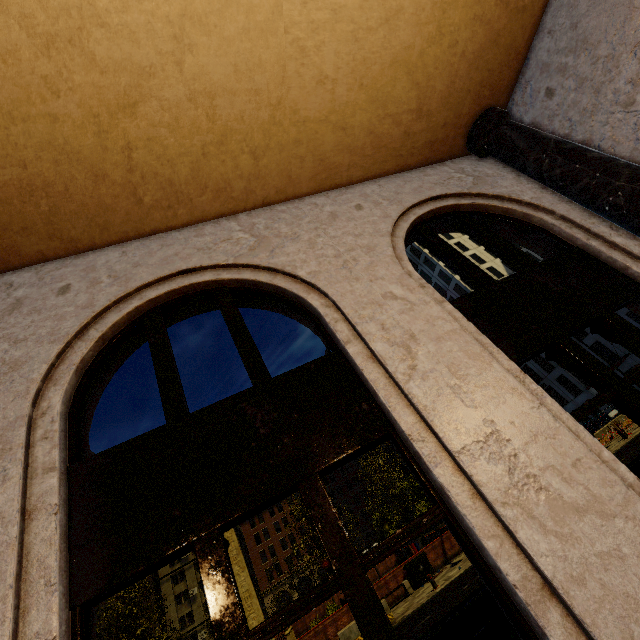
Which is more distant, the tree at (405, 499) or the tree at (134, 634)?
the tree at (405, 499)

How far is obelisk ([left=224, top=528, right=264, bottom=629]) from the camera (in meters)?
27.27

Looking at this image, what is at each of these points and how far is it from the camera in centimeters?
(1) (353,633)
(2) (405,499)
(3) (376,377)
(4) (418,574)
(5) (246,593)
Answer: (1) cement barricade, 1332cm
(2) tree, 2228cm
(3) building, 307cm
(4) dumpster, 1780cm
(5) obelisk, 2830cm

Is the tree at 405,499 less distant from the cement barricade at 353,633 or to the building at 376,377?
the building at 376,377

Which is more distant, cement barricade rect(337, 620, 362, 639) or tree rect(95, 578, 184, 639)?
tree rect(95, 578, 184, 639)

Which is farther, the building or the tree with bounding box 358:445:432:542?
the tree with bounding box 358:445:432:542

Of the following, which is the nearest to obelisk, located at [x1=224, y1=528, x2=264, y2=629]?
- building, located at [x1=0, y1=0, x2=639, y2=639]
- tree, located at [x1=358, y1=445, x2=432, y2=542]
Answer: tree, located at [x1=358, y1=445, x2=432, y2=542]

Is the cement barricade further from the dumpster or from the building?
the building
